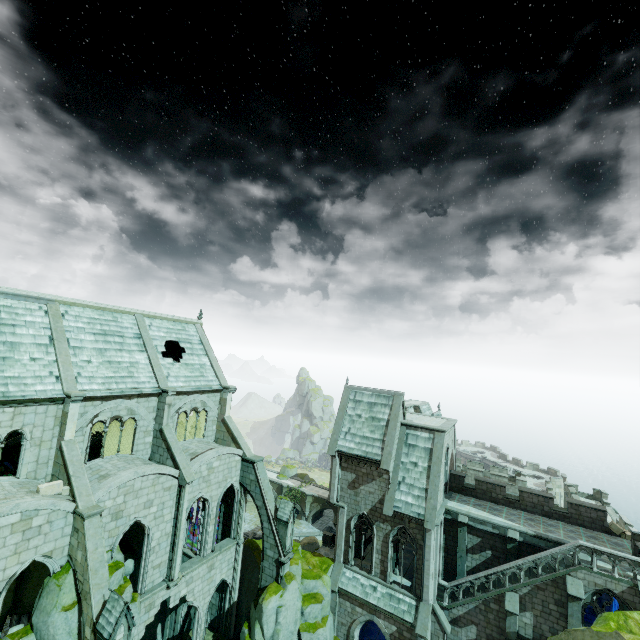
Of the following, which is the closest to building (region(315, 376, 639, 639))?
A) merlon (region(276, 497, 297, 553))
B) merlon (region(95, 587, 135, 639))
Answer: merlon (region(276, 497, 297, 553))

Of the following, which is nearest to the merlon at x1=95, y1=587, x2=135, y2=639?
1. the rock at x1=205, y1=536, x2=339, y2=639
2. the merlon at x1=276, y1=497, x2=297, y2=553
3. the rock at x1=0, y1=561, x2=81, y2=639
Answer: the rock at x1=0, y1=561, x2=81, y2=639

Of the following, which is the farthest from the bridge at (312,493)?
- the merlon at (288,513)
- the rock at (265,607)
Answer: the merlon at (288,513)

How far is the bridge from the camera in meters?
54.4 m

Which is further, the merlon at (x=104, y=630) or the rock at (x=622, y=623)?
the merlon at (x=104, y=630)

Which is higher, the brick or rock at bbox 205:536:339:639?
the brick

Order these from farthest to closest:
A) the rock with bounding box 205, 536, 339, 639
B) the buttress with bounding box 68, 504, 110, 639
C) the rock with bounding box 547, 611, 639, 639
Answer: the rock with bounding box 205, 536, 339, 639 < the buttress with bounding box 68, 504, 110, 639 < the rock with bounding box 547, 611, 639, 639

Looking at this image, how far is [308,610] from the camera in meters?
22.3
